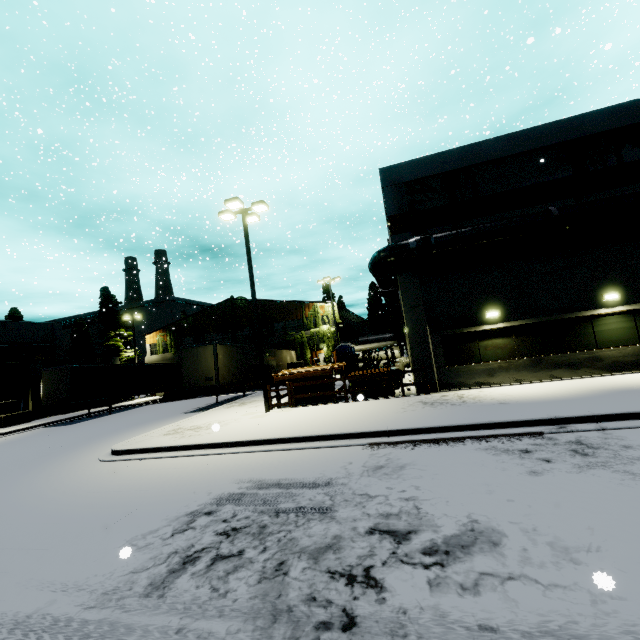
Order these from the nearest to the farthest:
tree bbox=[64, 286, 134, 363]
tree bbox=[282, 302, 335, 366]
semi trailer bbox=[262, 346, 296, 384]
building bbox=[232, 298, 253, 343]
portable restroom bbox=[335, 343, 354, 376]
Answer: semi trailer bbox=[262, 346, 296, 384] < portable restroom bbox=[335, 343, 354, 376] < tree bbox=[282, 302, 335, 366] < building bbox=[232, 298, 253, 343] < tree bbox=[64, 286, 134, 363]

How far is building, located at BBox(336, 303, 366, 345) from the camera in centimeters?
3664cm

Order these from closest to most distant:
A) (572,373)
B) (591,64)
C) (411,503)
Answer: (411,503)
(572,373)
(591,64)

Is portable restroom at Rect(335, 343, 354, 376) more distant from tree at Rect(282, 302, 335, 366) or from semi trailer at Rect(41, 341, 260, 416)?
semi trailer at Rect(41, 341, 260, 416)

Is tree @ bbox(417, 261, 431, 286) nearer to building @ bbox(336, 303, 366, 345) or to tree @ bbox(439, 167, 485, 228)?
building @ bbox(336, 303, 366, 345)

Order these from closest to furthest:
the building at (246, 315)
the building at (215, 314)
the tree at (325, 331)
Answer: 1. the tree at (325, 331)
2. the building at (246, 315)
3. the building at (215, 314)

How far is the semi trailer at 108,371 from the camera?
20.25m

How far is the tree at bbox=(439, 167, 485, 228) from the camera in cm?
1477
